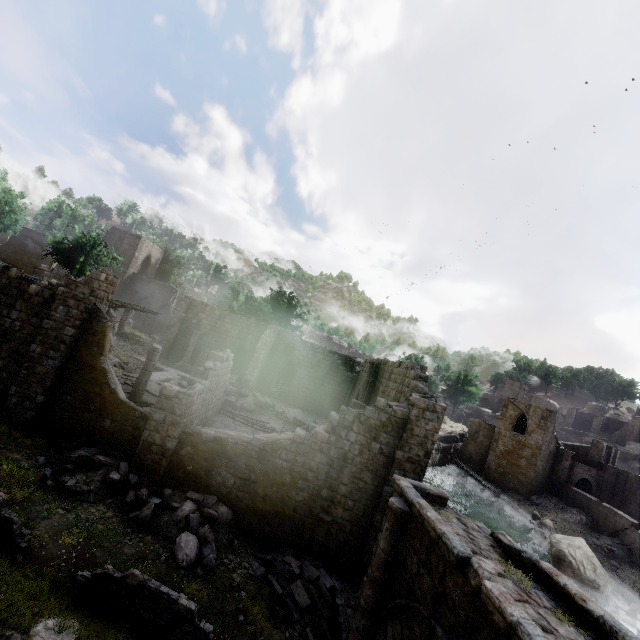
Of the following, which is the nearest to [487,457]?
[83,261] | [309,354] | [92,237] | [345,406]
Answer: [345,406]

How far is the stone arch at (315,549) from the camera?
12.5m

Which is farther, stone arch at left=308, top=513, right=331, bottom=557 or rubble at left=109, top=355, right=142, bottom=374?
rubble at left=109, top=355, right=142, bottom=374

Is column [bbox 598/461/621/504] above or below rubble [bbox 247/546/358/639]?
above

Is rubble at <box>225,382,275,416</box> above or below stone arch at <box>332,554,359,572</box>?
above

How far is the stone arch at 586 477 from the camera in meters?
41.2 m

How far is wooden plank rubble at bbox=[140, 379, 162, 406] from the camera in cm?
1687

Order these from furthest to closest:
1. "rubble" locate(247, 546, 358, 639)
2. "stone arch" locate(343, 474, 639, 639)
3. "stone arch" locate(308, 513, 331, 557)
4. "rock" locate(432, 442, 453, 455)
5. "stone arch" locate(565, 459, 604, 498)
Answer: "rock" locate(432, 442, 453, 455), "stone arch" locate(565, 459, 604, 498), "stone arch" locate(308, 513, 331, 557), "rubble" locate(247, 546, 358, 639), "stone arch" locate(343, 474, 639, 639)
